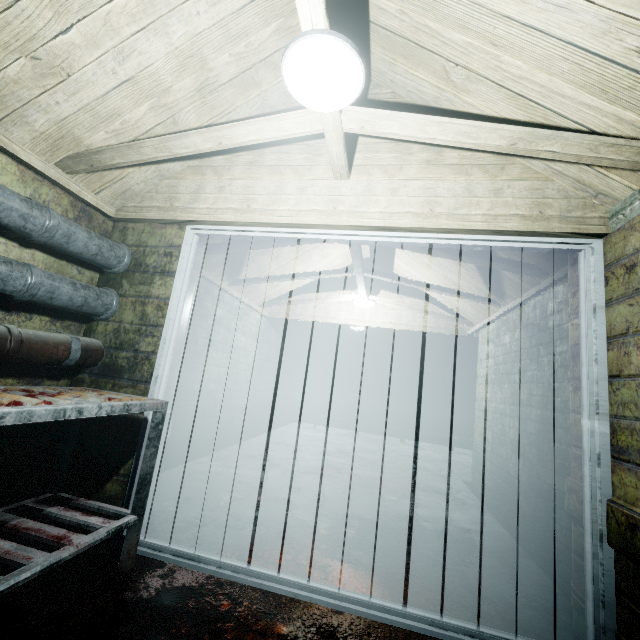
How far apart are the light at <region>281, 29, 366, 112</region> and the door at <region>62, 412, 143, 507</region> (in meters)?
1.01

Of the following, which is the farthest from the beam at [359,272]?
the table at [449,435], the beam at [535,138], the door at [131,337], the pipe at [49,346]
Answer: the table at [449,435]

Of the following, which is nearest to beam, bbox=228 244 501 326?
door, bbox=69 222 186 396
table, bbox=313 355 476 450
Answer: door, bbox=69 222 186 396

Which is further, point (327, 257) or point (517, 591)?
point (327, 257)

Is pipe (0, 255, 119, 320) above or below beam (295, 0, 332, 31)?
below

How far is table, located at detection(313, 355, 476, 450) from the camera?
6.91m

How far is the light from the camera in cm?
115

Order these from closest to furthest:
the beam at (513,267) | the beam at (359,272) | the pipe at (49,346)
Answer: the pipe at (49,346), the beam at (513,267), the beam at (359,272)
